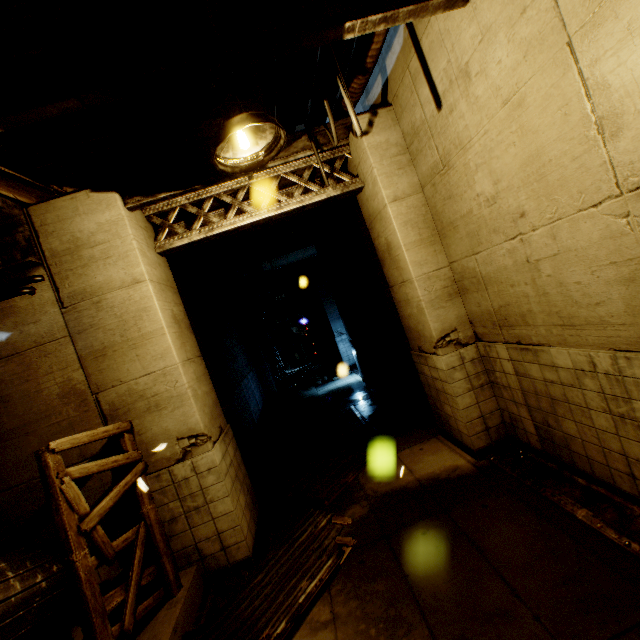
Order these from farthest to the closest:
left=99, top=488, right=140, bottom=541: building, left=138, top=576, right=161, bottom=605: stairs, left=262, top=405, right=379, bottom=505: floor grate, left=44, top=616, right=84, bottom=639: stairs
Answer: left=262, top=405, right=379, bottom=505: floor grate
left=99, top=488, right=140, bottom=541: building
left=138, top=576, right=161, bottom=605: stairs
left=44, top=616, right=84, bottom=639: stairs

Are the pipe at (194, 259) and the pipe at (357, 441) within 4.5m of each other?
no

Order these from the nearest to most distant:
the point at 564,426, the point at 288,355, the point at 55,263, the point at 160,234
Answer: the point at 564,426, the point at 55,263, the point at 160,234, the point at 288,355

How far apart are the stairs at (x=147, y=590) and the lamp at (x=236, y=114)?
4.85m

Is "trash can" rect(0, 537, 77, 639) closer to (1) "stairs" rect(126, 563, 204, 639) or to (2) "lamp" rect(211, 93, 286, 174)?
(1) "stairs" rect(126, 563, 204, 639)

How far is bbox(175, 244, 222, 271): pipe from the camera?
8.27m

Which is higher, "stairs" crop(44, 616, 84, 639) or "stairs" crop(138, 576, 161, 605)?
"stairs" crop(44, 616, 84, 639)

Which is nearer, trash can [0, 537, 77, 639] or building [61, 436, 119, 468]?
trash can [0, 537, 77, 639]
